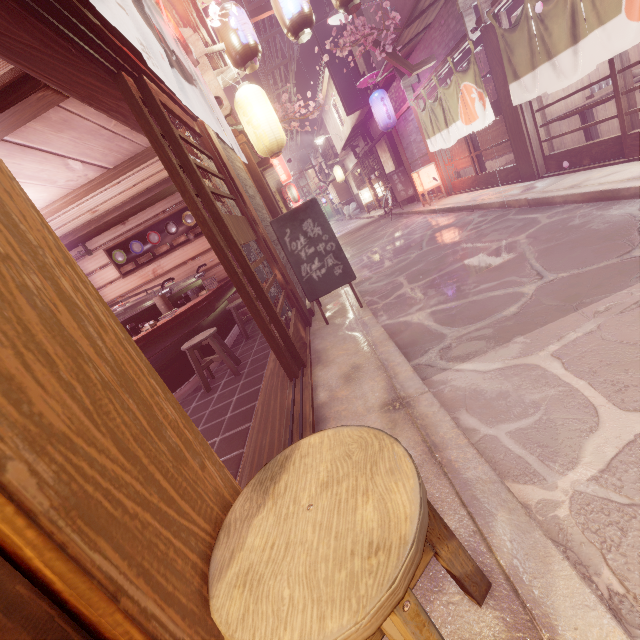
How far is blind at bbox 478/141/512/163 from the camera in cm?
1247

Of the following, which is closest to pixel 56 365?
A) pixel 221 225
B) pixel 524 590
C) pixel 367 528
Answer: pixel 367 528

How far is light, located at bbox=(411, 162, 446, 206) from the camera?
17.5m

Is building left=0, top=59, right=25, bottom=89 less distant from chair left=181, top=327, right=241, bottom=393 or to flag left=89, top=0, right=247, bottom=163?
flag left=89, top=0, right=247, bottom=163

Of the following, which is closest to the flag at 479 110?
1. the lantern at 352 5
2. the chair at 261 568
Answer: the lantern at 352 5

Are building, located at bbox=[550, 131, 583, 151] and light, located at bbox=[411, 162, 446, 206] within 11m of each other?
yes

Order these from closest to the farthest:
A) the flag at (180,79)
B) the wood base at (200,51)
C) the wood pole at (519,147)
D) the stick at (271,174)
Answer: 1. the flag at (180,79)
2. the wood base at (200,51)
3. the wood pole at (519,147)
4. the stick at (271,174)

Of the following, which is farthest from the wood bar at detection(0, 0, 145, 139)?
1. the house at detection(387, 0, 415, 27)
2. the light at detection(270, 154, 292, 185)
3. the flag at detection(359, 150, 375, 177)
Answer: the light at detection(270, 154, 292, 185)
